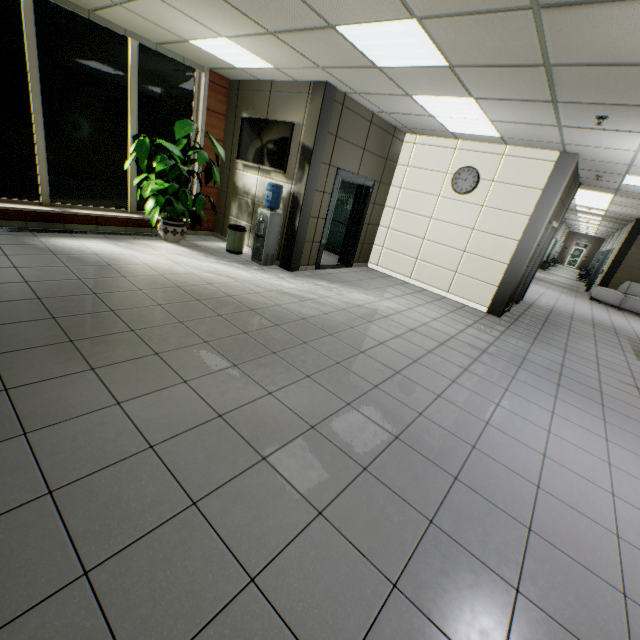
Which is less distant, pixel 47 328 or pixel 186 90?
pixel 47 328

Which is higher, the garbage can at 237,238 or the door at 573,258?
the door at 573,258

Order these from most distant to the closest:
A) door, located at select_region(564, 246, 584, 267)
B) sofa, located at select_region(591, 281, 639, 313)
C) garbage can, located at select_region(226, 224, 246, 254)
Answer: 1. door, located at select_region(564, 246, 584, 267)
2. sofa, located at select_region(591, 281, 639, 313)
3. garbage can, located at select_region(226, 224, 246, 254)

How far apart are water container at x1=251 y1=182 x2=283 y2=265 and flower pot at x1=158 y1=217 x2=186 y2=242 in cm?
142

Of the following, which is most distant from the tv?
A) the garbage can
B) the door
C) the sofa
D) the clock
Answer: the door

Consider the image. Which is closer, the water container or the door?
the water container

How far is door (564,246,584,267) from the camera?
31.7m

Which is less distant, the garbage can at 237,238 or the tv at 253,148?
the tv at 253,148
